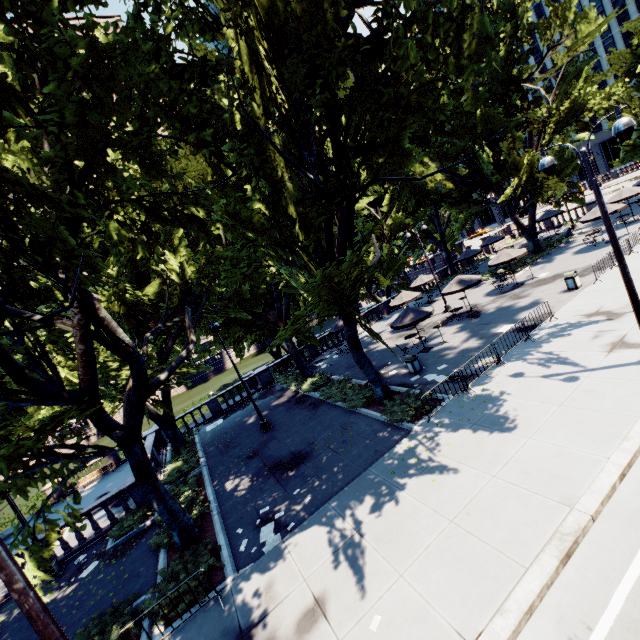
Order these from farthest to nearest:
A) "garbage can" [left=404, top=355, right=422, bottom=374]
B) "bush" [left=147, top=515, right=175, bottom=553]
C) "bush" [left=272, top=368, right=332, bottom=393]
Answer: "bush" [left=272, top=368, right=332, bottom=393]
"garbage can" [left=404, top=355, right=422, bottom=374]
"bush" [left=147, top=515, right=175, bottom=553]

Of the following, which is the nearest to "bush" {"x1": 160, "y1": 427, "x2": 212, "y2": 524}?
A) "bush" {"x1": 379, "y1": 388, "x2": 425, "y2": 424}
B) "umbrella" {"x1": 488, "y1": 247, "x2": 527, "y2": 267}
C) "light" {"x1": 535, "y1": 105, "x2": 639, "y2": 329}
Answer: "bush" {"x1": 379, "y1": 388, "x2": 425, "y2": 424}

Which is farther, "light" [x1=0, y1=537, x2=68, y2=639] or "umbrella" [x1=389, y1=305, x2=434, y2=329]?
"umbrella" [x1=389, y1=305, x2=434, y2=329]

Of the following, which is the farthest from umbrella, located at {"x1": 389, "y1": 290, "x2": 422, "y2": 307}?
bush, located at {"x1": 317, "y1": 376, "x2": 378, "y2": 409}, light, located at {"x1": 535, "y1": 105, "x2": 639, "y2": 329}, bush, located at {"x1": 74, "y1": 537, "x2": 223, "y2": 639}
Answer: bush, located at {"x1": 74, "y1": 537, "x2": 223, "y2": 639}

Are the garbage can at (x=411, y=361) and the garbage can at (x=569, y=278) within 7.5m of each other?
no

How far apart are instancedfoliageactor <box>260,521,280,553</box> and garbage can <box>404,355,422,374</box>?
10.11m

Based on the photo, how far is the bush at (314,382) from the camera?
22.5m

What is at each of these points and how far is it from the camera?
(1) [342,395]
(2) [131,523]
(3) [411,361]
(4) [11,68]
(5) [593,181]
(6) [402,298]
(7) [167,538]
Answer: (1) bush, 18.62m
(2) bush, 15.05m
(3) garbage can, 17.23m
(4) tree, 6.18m
(5) light, 9.24m
(6) umbrella, 26.31m
(7) bush, 12.52m
